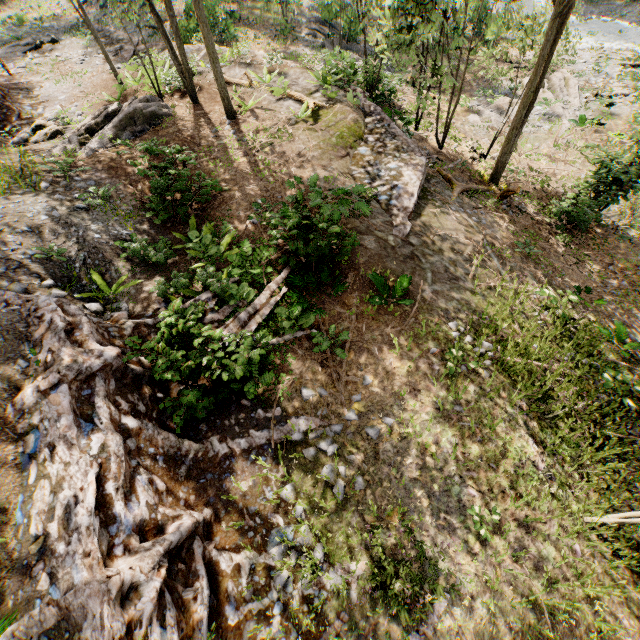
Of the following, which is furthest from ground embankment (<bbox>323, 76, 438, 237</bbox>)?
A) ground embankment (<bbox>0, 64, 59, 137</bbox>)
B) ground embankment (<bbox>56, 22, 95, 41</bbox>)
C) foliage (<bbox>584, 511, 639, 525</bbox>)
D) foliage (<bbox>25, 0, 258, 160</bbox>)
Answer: ground embankment (<bbox>0, 64, 59, 137</bbox>)

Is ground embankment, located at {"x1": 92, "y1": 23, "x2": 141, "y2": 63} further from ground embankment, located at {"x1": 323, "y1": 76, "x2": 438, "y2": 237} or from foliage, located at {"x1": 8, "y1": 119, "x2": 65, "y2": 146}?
ground embankment, located at {"x1": 323, "y1": 76, "x2": 438, "y2": 237}

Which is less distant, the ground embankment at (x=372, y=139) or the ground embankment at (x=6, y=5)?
the ground embankment at (x=372, y=139)

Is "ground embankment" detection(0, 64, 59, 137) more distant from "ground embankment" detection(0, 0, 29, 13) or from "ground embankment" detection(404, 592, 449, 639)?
"ground embankment" detection(0, 0, 29, 13)

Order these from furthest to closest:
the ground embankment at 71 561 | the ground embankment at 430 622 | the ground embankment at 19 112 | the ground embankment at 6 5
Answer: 1. the ground embankment at 6 5
2. the ground embankment at 19 112
3. the ground embankment at 430 622
4. the ground embankment at 71 561

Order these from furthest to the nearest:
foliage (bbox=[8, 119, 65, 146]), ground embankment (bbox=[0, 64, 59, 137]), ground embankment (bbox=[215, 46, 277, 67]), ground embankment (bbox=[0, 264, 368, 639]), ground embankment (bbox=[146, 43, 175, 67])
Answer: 1. ground embankment (bbox=[146, 43, 175, 67])
2. ground embankment (bbox=[215, 46, 277, 67])
3. ground embankment (bbox=[0, 64, 59, 137])
4. foliage (bbox=[8, 119, 65, 146])
5. ground embankment (bbox=[0, 264, 368, 639])

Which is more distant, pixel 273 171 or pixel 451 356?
pixel 273 171

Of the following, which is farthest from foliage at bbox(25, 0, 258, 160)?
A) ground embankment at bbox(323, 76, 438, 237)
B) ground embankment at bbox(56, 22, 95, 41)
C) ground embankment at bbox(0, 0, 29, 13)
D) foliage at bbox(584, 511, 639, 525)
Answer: foliage at bbox(584, 511, 639, 525)
